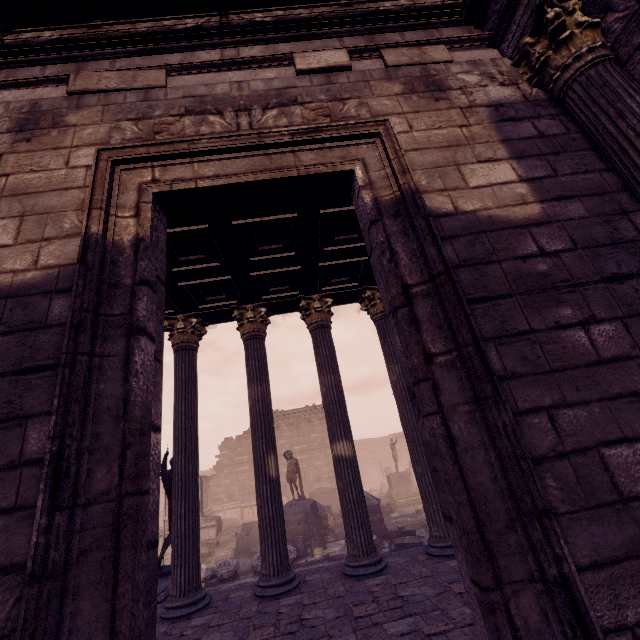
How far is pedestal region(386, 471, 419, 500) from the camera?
20.2 meters

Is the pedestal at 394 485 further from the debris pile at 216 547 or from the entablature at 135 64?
the entablature at 135 64

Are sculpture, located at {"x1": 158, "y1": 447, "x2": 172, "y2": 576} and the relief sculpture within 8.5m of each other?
no

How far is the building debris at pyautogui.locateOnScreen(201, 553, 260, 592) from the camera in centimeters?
1070cm

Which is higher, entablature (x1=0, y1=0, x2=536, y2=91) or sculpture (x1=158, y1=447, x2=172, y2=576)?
entablature (x1=0, y1=0, x2=536, y2=91)

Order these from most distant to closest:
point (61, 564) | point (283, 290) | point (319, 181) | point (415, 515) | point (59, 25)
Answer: point (415, 515)
point (283, 290)
point (59, 25)
point (319, 181)
point (61, 564)

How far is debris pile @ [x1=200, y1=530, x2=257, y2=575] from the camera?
12.74m

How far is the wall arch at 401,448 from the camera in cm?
3938
